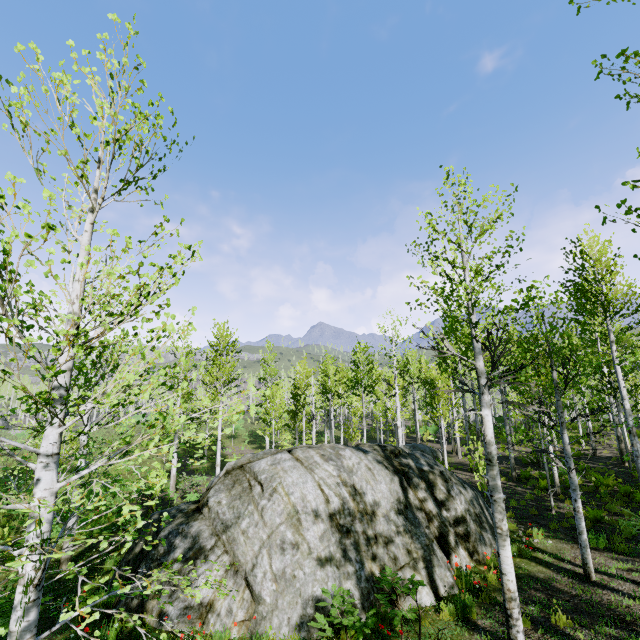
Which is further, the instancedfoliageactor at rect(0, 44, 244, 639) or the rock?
the rock

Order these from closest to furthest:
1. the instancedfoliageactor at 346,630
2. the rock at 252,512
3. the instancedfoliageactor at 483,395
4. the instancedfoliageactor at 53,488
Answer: the instancedfoliageactor at 53,488 → the instancedfoliageactor at 346,630 → the instancedfoliageactor at 483,395 → the rock at 252,512

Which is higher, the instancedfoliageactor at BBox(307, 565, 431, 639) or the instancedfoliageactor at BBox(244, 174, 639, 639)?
the instancedfoliageactor at BBox(244, 174, 639, 639)

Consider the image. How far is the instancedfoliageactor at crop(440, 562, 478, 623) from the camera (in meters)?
6.83

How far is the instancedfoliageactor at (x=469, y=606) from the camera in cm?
683

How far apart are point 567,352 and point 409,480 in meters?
19.8

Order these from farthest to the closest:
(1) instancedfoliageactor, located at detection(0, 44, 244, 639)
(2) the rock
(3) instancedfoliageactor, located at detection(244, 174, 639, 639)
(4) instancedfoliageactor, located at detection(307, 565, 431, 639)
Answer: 1. (2) the rock
2. (3) instancedfoliageactor, located at detection(244, 174, 639, 639)
3. (4) instancedfoliageactor, located at detection(307, 565, 431, 639)
4. (1) instancedfoliageactor, located at detection(0, 44, 244, 639)
